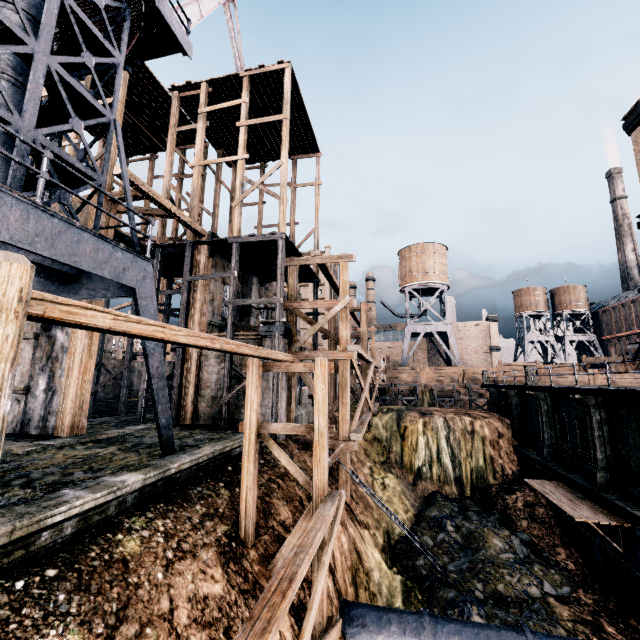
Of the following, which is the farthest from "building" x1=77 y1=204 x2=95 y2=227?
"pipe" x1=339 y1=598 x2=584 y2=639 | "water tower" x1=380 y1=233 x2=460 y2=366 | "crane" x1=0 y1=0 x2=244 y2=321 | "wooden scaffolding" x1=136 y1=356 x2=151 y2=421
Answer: "water tower" x1=380 y1=233 x2=460 y2=366

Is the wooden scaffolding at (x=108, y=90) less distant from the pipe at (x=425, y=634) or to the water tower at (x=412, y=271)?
the pipe at (x=425, y=634)

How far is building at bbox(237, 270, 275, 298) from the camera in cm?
2459

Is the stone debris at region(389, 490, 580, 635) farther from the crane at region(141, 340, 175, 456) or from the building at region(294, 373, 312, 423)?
the crane at region(141, 340, 175, 456)

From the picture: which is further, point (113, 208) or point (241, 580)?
point (113, 208)

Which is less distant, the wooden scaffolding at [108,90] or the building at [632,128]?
the building at [632,128]

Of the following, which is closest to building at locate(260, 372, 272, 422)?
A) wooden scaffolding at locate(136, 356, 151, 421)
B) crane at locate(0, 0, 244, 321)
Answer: wooden scaffolding at locate(136, 356, 151, 421)
